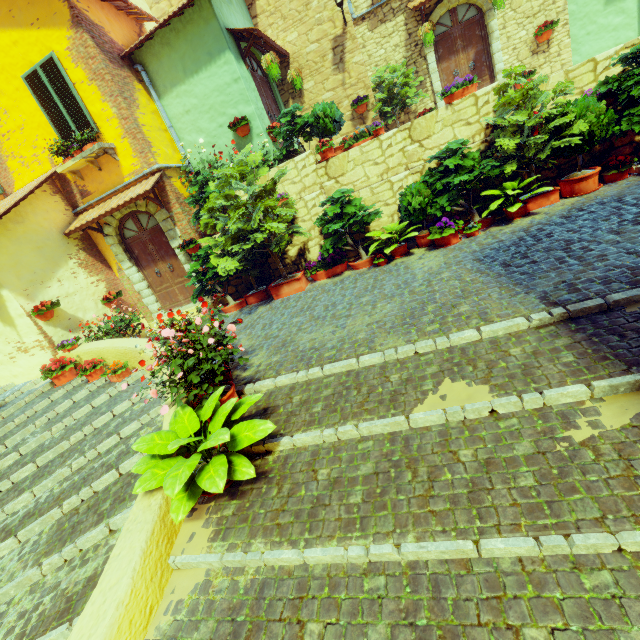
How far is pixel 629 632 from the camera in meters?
1.4 m

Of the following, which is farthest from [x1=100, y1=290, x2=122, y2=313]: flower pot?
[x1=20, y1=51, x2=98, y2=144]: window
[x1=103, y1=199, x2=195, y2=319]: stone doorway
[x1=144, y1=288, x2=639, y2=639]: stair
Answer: [x1=20, y1=51, x2=98, y2=144]: window

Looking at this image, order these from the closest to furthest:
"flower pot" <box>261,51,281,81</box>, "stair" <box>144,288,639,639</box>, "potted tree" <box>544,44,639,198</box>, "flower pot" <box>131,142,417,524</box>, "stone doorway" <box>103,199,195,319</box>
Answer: "stair" <box>144,288,639,639</box>, "flower pot" <box>131,142,417,524</box>, "potted tree" <box>544,44,639,198</box>, "flower pot" <box>261,51,281,81</box>, "stone doorway" <box>103,199,195,319</box>

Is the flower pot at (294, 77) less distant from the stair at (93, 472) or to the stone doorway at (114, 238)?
the stone doorway at (114, 238)

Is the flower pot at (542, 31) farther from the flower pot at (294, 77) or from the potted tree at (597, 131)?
the flower pot at (294, 77)

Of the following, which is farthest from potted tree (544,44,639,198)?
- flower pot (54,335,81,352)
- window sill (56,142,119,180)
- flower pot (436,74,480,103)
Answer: flower pot (54,335,81,352)

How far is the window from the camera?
7.29m

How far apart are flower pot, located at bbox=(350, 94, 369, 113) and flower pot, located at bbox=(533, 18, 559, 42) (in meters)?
4.87
